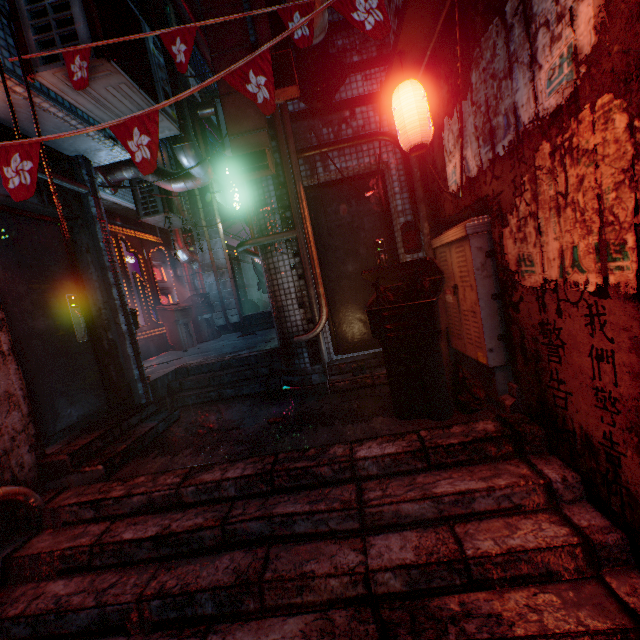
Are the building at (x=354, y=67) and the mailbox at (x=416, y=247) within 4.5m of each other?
yes

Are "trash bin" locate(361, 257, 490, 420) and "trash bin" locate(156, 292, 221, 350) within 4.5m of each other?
no

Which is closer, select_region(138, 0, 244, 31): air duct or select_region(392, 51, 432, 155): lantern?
select_region(392, 51, 432, 155): lantern

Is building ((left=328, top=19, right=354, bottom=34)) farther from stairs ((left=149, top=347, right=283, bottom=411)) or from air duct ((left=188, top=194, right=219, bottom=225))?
stairs ((left=149, top=347, right=283, bottom=411))

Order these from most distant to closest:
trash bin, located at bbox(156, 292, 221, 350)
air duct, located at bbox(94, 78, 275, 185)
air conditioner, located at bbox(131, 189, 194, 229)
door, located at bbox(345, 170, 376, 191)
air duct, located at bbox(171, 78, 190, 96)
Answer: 1. trash bin, located at bbox(156, 292, 221, 350)
2. air conditioner, located at bbox(131, 189, 194, 229)
3. air duct, located at bbox(171, 78, 190, 96)
4. door, located at bbox(345, 170, 376, 191)
5. air duct, located at bbox(94, 78, 275, 185)

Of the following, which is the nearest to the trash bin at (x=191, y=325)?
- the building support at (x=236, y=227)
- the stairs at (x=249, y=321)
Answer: the stairs at (x=249, y=321)

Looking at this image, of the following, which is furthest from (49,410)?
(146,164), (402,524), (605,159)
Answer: (605,159)

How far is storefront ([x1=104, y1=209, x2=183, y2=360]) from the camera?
6.34m
